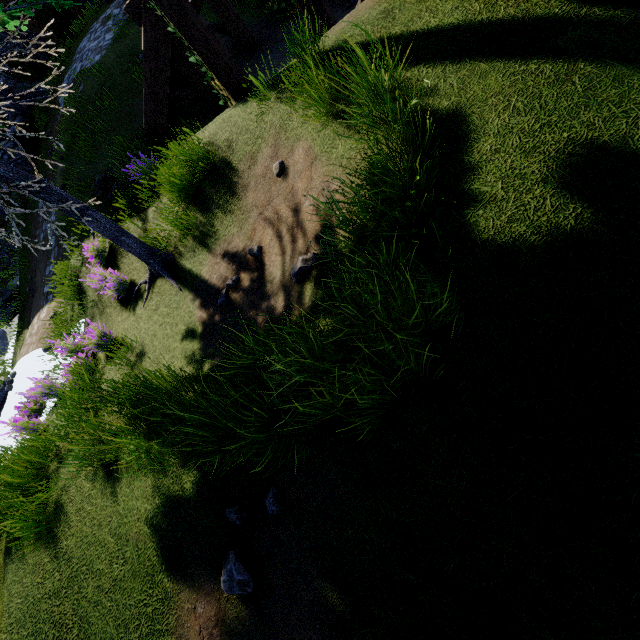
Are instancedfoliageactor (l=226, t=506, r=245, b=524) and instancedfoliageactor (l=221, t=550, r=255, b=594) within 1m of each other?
yes

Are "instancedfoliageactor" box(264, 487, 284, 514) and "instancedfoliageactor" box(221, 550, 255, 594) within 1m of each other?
yes

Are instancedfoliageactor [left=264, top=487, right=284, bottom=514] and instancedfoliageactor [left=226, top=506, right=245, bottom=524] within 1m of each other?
yes

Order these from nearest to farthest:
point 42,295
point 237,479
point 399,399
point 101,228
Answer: point 399,399
point 237,479
point 101,228
point 42,295

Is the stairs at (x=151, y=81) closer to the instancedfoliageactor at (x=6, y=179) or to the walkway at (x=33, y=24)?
the instancedfoliageactor at (x=6, y=179)

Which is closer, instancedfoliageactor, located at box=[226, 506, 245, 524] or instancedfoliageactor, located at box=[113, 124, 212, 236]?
instancedfoliageactor, located at box=[226, 506, 245, 524]

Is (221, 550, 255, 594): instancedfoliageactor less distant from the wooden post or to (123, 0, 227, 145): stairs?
the wooden post

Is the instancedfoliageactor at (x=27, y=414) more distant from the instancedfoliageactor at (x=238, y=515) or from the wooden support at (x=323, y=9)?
the wooden support at (x=323, y=9)
